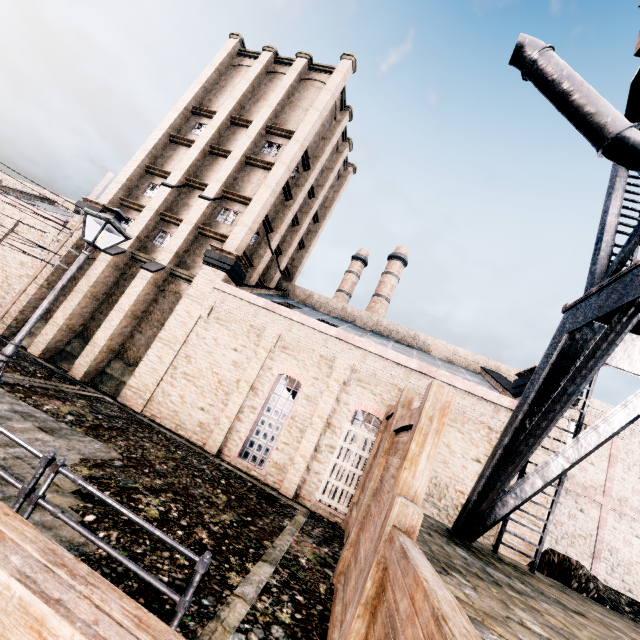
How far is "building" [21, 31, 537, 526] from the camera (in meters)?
15.17

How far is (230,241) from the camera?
20.1m

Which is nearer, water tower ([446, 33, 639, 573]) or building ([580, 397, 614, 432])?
water tower ([446, 33, 639, 573])

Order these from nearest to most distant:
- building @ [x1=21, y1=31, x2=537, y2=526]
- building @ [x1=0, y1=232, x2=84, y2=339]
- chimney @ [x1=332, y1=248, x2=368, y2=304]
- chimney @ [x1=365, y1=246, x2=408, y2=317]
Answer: building @ [x1=21, y1=31, x2=537, y2=526], building @ [x1=0, y1=232, x2=84, y2=339], chimney @ [x1=365, y1=246, x2=408, y2=317], chimney @ [x1=332, y1=248, x2=368, y2=304]

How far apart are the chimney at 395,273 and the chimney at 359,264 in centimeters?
253cm

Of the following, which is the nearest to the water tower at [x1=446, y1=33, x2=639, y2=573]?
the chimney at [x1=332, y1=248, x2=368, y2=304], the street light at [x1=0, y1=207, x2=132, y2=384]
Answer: the street light at [x1=0, y1=207, x2=132, y2=384]

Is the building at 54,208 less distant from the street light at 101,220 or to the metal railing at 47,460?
the street light at 101,220
